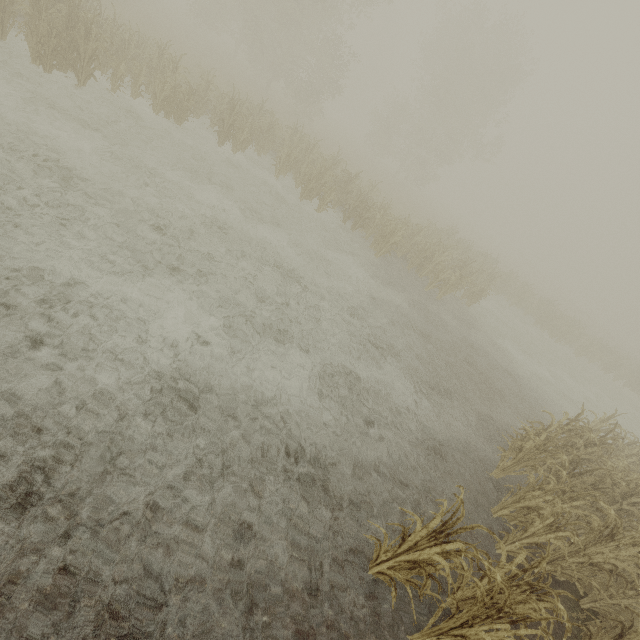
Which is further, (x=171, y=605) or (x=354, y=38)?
(x=354, y=38)
